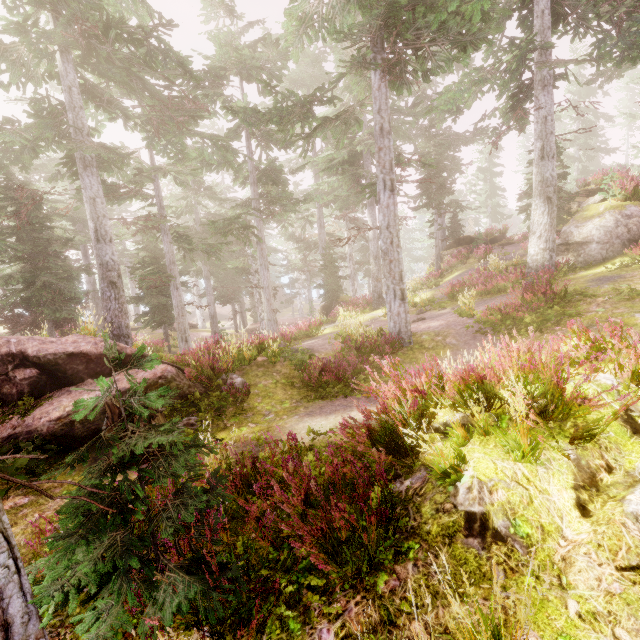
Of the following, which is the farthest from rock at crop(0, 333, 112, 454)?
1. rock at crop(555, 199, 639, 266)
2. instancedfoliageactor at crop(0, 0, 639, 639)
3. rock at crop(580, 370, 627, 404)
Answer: rock at crop(555, 199, 639, 266)

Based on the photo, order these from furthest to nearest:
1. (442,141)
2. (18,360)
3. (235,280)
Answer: (235,280)
(442,141)
(18,360)

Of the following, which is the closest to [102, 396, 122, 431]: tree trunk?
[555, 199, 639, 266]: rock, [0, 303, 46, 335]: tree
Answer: [555, 199, 639, 266]: rock

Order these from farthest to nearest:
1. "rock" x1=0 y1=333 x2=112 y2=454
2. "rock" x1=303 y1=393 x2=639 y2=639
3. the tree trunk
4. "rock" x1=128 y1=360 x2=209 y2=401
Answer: "rock" x1=128 y1=360 x2=209 y2=401, "rock" x1=0 y1=333 x2=112 y2=454, the tree trunk, "rock" x1=303 y1=393 x2=639 y2=639

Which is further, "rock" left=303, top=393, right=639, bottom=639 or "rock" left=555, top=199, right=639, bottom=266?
"rock" left=555, top=199, right=639, bottom=266

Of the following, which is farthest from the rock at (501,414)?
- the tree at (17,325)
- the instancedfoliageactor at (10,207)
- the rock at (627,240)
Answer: the tree at (17,325)

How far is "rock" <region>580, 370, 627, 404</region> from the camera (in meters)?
4.14

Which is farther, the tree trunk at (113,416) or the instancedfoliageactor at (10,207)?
the tree trunk at (113,416)
